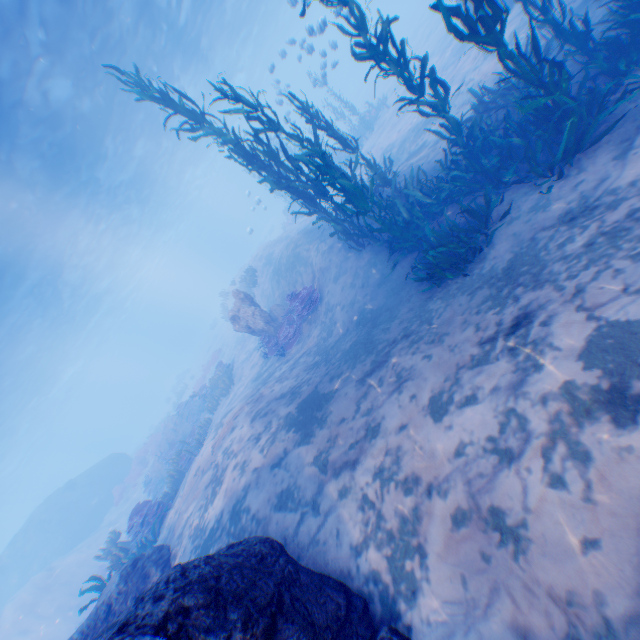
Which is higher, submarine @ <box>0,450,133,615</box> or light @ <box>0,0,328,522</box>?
light @ <box>0,0,328,522</box>

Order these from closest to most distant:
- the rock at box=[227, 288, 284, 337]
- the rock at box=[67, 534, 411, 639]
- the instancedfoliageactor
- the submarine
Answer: the rock at box=[67, 534, 411, 639] < the instancedfoliageactor < the rock at box=[227, 288, 284, 337] < the submarine

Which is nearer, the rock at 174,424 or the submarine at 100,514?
the rock at 174,424

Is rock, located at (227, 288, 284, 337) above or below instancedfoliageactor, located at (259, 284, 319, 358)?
above

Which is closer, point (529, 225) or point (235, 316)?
point (529, 225)

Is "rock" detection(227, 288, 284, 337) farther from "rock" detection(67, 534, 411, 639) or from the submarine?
"rock" detection(67, 534, 411, 639)

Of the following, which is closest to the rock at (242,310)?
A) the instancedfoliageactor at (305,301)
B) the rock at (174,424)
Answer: the instancedfoliageactor at (305,301)

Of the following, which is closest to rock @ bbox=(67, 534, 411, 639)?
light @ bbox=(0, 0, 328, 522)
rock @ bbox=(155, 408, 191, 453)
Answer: light @ bbox=(0, 0, 328, 522)
